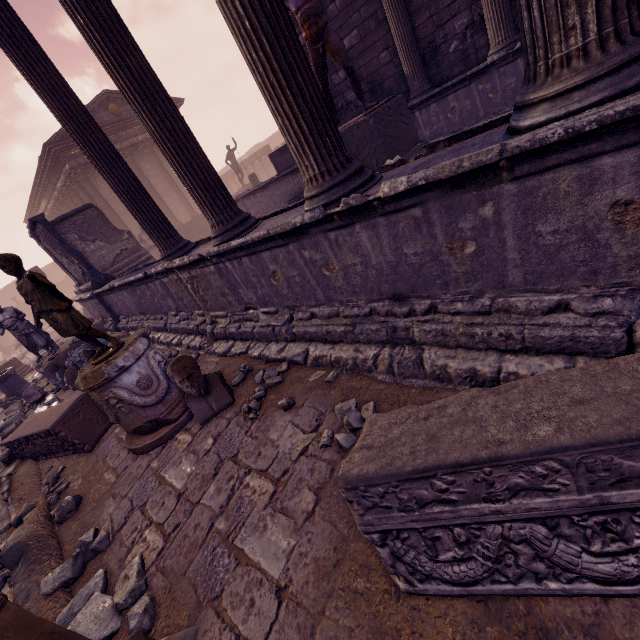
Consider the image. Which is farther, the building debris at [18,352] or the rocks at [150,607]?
the building debris at [18,352]

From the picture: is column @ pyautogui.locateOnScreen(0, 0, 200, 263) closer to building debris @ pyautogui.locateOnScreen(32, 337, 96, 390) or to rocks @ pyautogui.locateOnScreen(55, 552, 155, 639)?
building debris @ pyautogui.locateOnScreen(32, 337, 96, 390)

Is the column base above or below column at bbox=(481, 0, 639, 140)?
below

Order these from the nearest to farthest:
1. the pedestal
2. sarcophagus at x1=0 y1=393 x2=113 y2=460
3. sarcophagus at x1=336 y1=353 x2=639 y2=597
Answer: sarcophagus at x1=336 y1=353 x2=639 y2=597 → sarcophagus at x1=0 y1=393 x2=113 y2=460 → the pedestal

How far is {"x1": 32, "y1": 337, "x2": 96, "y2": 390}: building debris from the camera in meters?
7.0

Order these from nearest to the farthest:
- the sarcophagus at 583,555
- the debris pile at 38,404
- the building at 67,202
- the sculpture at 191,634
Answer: the sarcophagus at 583,555, the sculpture at 191,634, the debris pile at 38,404, the building at 67,202

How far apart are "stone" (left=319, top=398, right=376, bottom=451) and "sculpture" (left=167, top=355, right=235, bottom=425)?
1.2m

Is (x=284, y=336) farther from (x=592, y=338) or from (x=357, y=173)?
(x=592, y=338)
